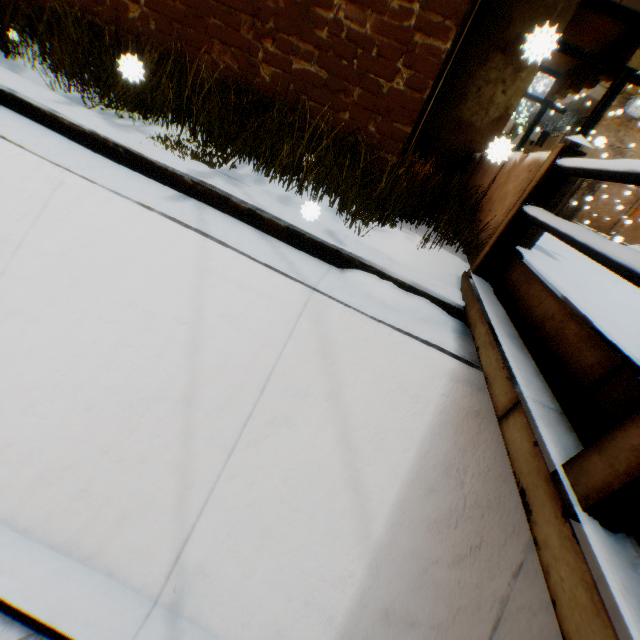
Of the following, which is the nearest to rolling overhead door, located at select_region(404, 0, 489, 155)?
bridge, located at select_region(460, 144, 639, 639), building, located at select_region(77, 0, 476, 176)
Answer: building, located at select_region(77, 0, 476, 176)

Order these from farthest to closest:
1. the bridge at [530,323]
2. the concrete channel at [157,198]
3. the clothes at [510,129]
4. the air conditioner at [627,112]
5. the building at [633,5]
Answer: the clothes at [510,129]
the air conditioner at [627,112]
the building at [633,5]
the concrete channel at [157,198]
the bridge at [530,323]

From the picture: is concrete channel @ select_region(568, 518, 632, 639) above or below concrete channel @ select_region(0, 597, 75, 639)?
above

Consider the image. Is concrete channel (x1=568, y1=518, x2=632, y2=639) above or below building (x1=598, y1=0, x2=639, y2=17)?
below

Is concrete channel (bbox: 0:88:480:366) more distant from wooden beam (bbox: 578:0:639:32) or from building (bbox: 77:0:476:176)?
wooden beam (bbox: 578:0:639:32)

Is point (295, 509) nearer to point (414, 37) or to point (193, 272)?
point (193, 272)

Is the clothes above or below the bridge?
above

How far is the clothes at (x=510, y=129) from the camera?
19.6m
